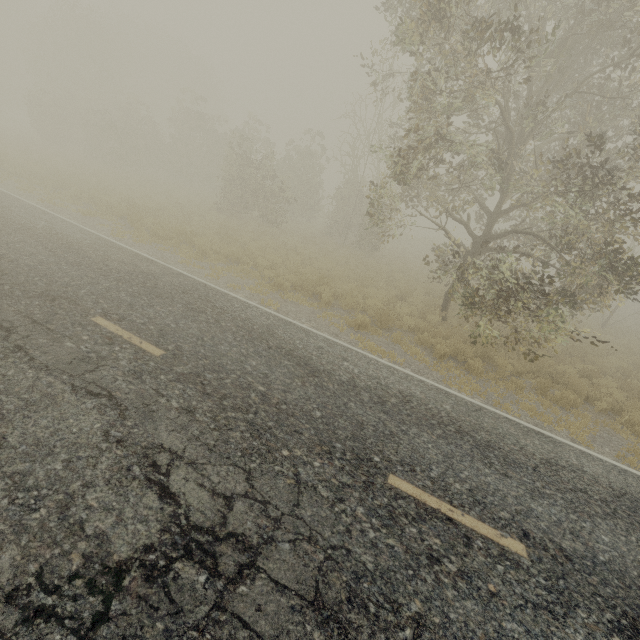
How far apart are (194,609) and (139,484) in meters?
1.3
